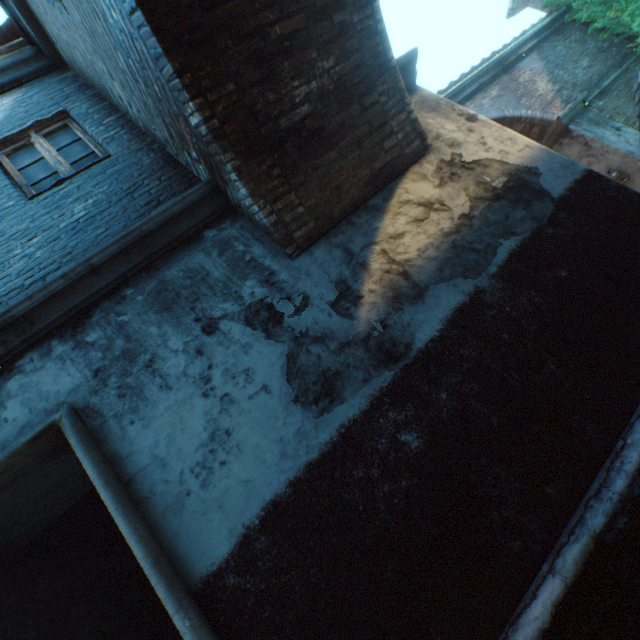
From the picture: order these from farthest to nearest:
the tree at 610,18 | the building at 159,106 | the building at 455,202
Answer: the tree at 610,18, the building at 455,202, the building at 159,106

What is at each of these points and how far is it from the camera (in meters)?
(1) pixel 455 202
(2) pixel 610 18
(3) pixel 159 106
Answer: (1) building, 3.28
(2) tree, 9.20
(3) building, 3.02

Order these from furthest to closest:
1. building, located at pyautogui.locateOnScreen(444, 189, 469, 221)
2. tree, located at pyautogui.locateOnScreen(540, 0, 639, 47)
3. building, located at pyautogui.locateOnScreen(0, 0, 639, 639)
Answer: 1. tree, located at pyautogui.locateOnScreen(540, 0, 639, 47)
2. building, located at pyautogui.locateOnScreen(444, 189, 469, 221)
3. building, located at pyautogui.locateOnScreen(0, 0, 639, 639)

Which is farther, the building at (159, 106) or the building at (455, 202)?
the building at (455, 202)

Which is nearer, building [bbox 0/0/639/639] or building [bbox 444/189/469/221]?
building [bbox 0/0/639/639]

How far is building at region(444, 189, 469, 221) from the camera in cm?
322

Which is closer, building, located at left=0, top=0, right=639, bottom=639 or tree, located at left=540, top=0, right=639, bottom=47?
building, located at left=0, top=0, right=639, bottom=639
